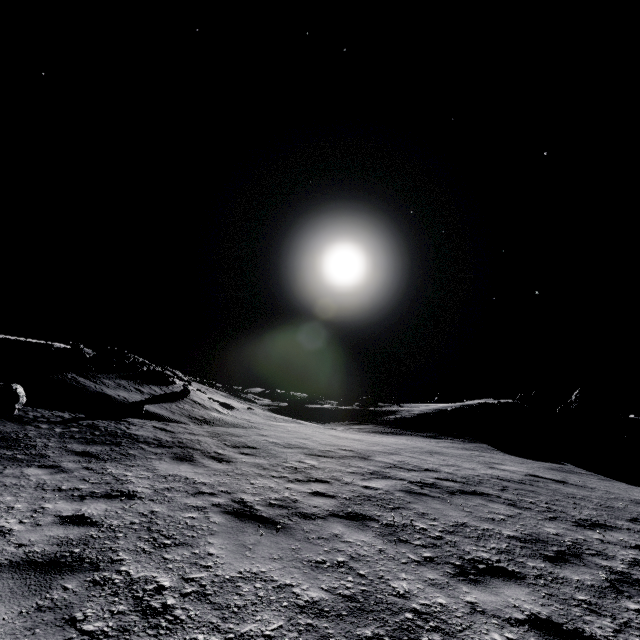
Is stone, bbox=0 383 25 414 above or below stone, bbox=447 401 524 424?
below

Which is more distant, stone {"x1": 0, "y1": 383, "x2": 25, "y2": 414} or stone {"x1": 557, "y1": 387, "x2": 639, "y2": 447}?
stone {"x1": 557, "y1": 387, "x2": 639, "y2": 447}

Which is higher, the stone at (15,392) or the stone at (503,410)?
the stone at (503,410)

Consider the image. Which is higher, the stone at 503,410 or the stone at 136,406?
the stone at 503,410

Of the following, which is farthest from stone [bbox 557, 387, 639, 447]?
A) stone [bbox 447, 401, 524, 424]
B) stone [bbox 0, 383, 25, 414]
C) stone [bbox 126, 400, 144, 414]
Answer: stone [bbox 0, 383, 25, 414]

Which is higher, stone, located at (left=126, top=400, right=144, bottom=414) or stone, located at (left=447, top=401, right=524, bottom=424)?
stone, located at (left=447, top=401, right=524, bottom=424)

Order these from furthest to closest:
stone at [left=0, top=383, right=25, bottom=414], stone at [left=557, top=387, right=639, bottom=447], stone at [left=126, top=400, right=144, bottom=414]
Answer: stone at [left=557, top=387, right=639, bottom=447]
stone at [left=126, top=400, right=144, bottom=414]
stone at [left=0, top=383, right=25, bottom=414]

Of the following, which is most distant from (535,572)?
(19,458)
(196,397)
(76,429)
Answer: (196,397)
